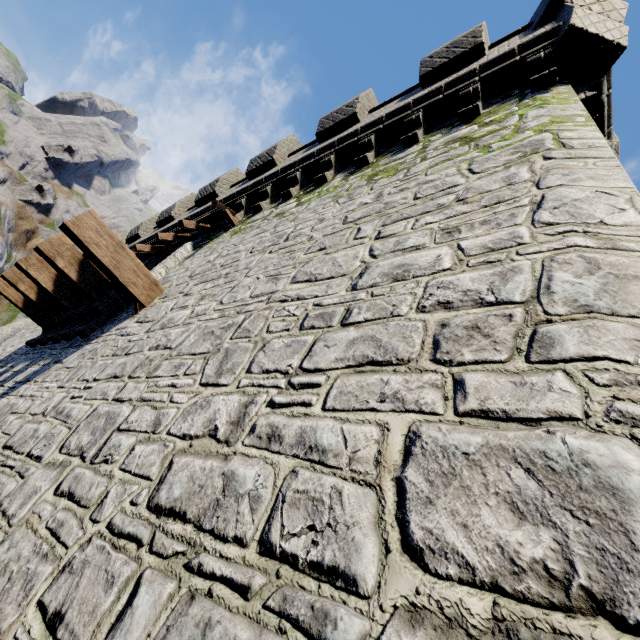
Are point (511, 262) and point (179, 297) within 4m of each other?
no

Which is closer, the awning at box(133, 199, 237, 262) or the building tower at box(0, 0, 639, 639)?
the building tower at box(0, 0, 639, 639)

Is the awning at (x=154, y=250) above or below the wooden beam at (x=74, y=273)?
above

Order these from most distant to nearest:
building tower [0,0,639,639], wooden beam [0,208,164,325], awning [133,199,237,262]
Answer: awning [133,199,237,262], wooden beam [0,208,164,325], building tower [0,0,639,639]

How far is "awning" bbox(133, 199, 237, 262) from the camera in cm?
813

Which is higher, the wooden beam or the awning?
the awning

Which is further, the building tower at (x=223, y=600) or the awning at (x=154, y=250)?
the awning at (x=154, y=250)

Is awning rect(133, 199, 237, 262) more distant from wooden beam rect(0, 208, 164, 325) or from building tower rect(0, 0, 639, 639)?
wooden beam rect(0, 208, 164, 325)
